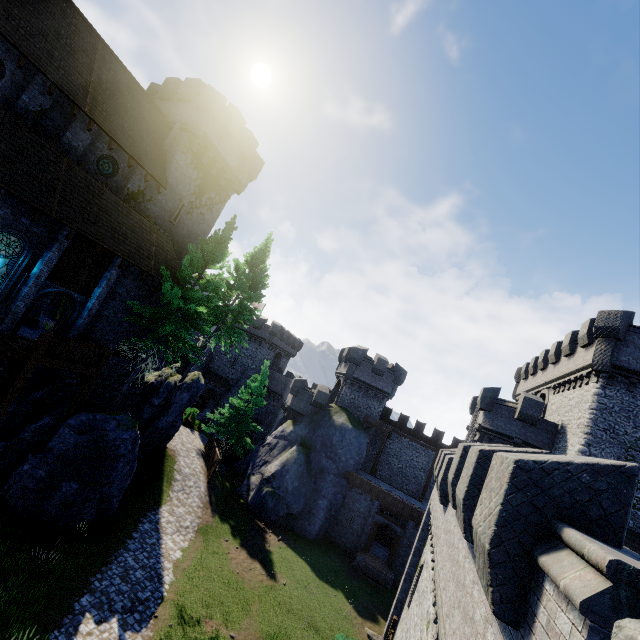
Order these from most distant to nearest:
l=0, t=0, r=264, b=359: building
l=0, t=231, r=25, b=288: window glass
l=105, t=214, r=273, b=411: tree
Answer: l=105, t=214, r=273, b=411: tree, l=0, t=0, r=264, b=359: building, l=0, t=231, r=25, b=288: window glass

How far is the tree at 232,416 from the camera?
31.4m

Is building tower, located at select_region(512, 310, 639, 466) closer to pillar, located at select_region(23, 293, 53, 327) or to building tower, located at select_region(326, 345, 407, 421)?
building tower, located at select_region(326, 345, 407, 421)

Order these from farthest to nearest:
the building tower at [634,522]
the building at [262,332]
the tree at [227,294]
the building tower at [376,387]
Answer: the building at [262,332] → the building tower at [376,387] → the tree at [227,294] → the building tower at [634,522]

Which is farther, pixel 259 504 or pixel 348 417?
pixel 348 417

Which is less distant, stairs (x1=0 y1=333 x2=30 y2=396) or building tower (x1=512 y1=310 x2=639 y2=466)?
stairs (x1=0 y1=333 x2=30 y2=396)

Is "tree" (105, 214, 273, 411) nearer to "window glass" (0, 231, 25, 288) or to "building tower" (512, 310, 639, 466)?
"window glass" (0, 231, 25, 288)

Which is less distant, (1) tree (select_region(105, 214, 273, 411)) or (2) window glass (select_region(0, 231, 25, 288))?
(2) window glass (select_region(0, 231, 25, 288))
